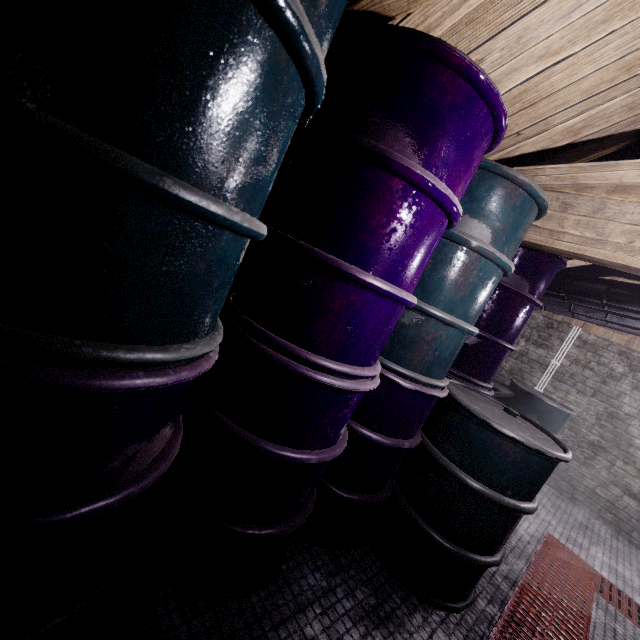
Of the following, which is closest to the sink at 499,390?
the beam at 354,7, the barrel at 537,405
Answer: the barrel at 537,405

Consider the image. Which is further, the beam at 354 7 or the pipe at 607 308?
the pipe at 607 308

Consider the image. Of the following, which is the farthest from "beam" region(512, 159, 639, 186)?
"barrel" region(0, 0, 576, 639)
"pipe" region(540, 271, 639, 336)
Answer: "pipe" region(540, 271, 639, 336)

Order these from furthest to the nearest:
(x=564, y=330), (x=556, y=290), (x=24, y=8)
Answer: (x=564, y=330) → (x=556, y=290) → (x=24, y=8)

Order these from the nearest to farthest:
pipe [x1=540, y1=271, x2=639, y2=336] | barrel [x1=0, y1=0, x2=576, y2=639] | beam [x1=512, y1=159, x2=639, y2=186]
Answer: barrel [x1=0, y1=0, x2=576, y2=639] < beam [x1=512, y1=159, x2=639, y2=186] < pipe [x1=540, y1=271, x2=639, y2=336]

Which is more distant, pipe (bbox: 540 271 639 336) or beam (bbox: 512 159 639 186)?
pipe (bbox: 540 271 639 336)

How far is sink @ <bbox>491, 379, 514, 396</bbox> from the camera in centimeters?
336cm
